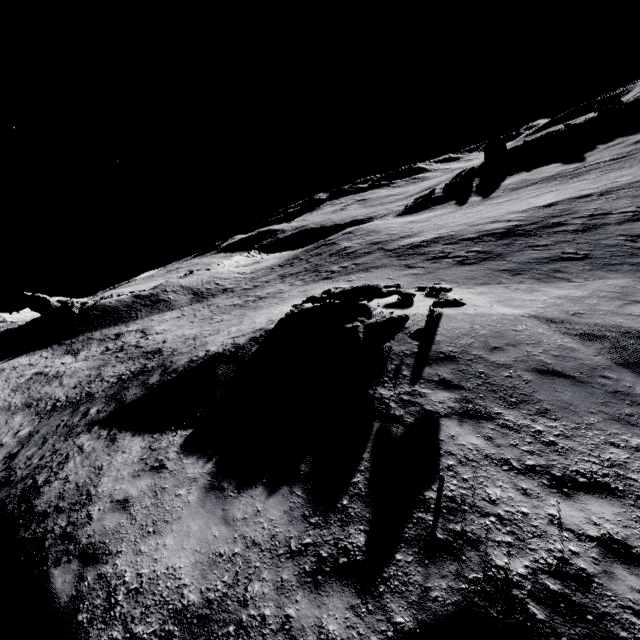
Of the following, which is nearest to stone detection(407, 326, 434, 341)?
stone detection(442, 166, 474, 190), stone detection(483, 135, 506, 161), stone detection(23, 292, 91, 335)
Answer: stone detection(23, 292, 91, 335)

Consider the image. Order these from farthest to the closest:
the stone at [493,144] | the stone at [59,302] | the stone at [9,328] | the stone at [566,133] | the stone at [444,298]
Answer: the stone at [493,144] < the stone at [566,133] < the stone at [9,328] < the stone at [59,302] < the stone at [444,298]

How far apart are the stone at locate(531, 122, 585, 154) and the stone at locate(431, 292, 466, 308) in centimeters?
4926cm

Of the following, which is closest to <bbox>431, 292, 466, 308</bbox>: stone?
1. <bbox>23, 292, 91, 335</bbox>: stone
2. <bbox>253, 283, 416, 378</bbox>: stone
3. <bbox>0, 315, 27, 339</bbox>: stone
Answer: <bbox>253, 283, 416, 378</bbox>: stone

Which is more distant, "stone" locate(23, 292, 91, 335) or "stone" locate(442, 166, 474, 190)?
"stone" locate(442, 166, 474, 190)

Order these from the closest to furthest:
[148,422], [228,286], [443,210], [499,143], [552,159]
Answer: [148,422], [228,286], [443,210], [552,159], [499,143]

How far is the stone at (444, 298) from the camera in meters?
9.0

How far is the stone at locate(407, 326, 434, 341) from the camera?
8.5m
